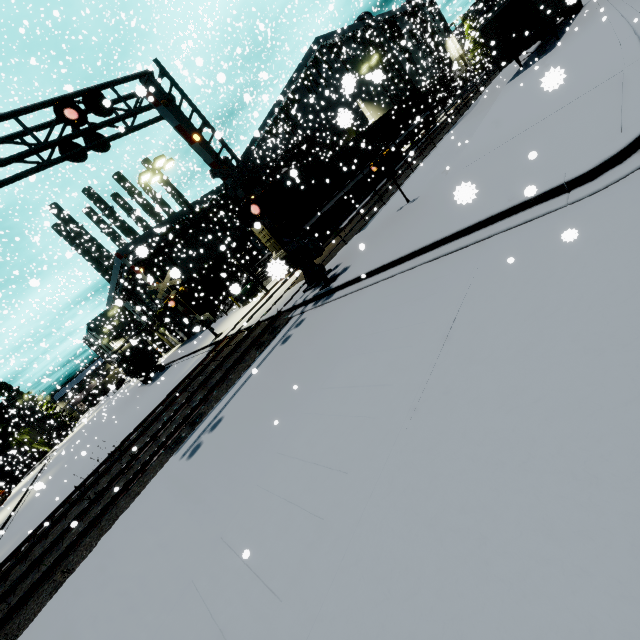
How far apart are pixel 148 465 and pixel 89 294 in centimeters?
3625cm

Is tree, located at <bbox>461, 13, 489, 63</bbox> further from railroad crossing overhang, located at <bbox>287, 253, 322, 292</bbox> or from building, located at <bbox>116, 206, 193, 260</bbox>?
railroad crossing overhang, located at <bbox>287, 253, 322, 292</bbox>

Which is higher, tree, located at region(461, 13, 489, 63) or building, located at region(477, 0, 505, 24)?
building, located at region(477, 0, 505, 24)

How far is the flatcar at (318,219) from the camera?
20.5m

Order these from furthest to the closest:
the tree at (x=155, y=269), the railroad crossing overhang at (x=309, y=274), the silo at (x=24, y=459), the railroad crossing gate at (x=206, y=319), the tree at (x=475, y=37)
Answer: the tree at (x=475, y=37), the silo at (x=24, y=459), the tree at (x=155, y=269), the railroad crossing gate at (x=206, y=319), the railroad crossing overhang at (x=309, y=274)

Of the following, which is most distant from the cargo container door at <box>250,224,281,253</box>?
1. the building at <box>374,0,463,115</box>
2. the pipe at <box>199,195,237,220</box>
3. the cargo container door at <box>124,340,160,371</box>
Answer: the cargo container door at <box>124,340,160,371</box>

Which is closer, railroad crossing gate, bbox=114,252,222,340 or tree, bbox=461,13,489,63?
railroad crossing gate, bbox=114,252,222,340

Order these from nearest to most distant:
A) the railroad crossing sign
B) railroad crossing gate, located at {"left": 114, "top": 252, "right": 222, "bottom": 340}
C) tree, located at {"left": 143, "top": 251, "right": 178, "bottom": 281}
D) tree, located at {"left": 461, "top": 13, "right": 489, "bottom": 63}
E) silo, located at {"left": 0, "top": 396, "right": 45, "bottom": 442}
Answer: the railroad crossing sign
railroad crossing gate, located at {"left": 114, "top": 252, "right": 222, "bottom": 340}
tree, located at {"left": 143, "top": 251, "right": 178, "bottom": 281}
tree, located at {"left": 461, "top": 13, "right": 489, "bottom": 63}
silo, located at {"left": 0, "top": 396, "right": 45, "bottom": 442}
